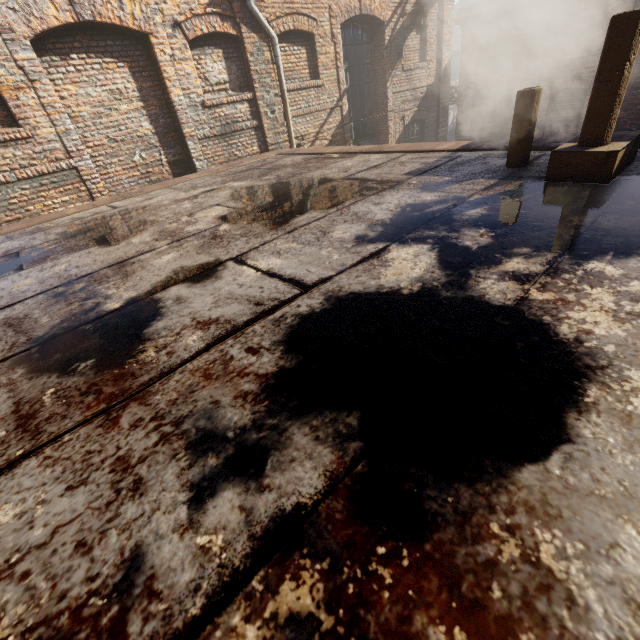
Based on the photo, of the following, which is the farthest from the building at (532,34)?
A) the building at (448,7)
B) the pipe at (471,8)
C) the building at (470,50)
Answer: the pipe at (471,8)

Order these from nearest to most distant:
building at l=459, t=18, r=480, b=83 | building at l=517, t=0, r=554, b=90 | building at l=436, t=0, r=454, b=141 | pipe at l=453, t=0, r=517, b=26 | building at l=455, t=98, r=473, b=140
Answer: building at l=436, t=0, r=454, b=141
building at l=517, t=0, r=554, b=90
building at l=459, t=18, r=480, b=83
building at l=455, t=98, r=473, b=140
pipe at l=453, t=0, r=517, b=26

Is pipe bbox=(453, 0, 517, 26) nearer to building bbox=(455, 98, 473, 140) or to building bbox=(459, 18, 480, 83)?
building bbox=(459, 18, 480, 83)

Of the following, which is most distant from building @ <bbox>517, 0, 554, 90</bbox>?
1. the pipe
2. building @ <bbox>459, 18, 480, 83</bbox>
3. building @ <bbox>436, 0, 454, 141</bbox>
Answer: the pipe

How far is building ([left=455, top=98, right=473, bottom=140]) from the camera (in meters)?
16.08

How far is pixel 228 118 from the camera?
7.36m

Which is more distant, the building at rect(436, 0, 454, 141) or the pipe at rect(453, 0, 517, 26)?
the pipe at rect(453, 0, 517, 26)

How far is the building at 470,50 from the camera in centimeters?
1441cm
